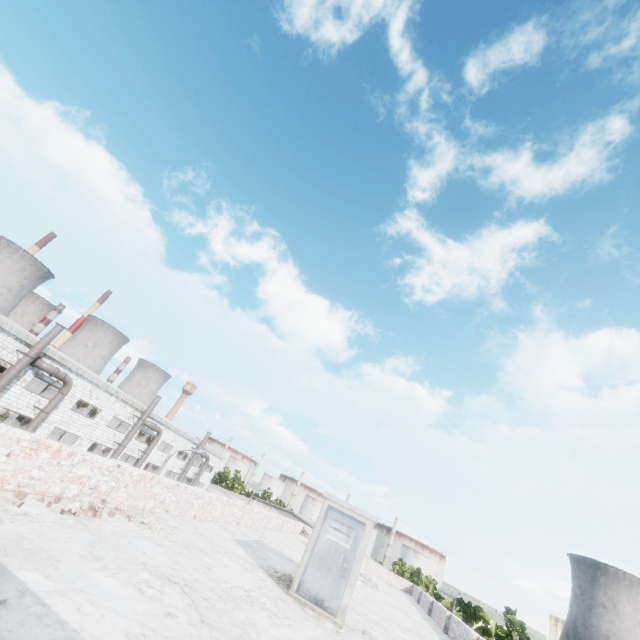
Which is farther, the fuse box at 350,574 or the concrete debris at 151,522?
the fuse box at 350,574

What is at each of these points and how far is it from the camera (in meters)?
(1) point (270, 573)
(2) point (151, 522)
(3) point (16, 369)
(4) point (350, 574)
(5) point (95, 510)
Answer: (1) concrete debris, 8.64
(2) concrete debris, 7.05
(3) pipe, 20.84
(4) fuse box, 7.57
(5) brick, 5.83

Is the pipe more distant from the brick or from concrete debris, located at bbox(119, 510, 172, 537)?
the brick

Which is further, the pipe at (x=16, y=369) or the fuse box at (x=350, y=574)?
the pipe at (x=16, y=369)

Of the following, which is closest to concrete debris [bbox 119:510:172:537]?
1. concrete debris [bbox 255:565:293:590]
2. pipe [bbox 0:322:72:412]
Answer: concrete debris [bbox 255:565:293:590]

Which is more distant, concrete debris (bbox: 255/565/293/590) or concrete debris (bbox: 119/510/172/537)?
concrete debris (bbox: 255/565/293/590)

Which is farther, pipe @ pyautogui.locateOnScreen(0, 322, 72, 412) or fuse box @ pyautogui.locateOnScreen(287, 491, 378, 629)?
pipe @ pyautogui.locateOnScreen(0, 322, 72, 412)

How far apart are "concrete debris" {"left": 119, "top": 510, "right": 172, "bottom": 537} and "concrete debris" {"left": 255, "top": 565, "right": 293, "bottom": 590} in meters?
2.2 m
